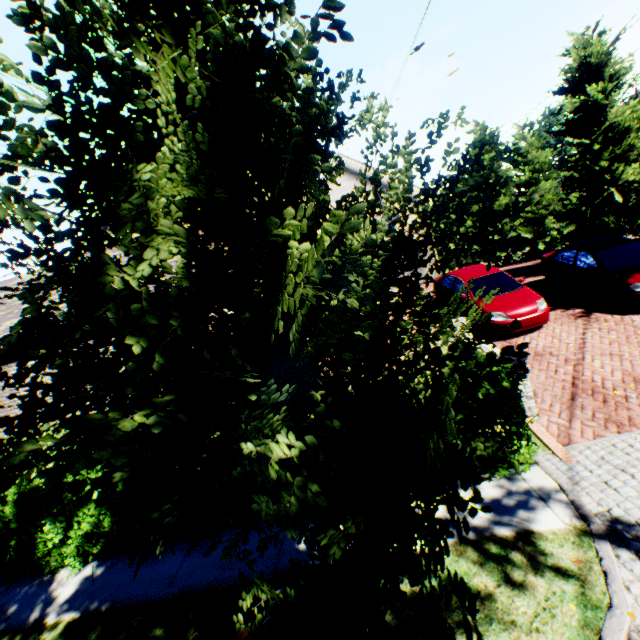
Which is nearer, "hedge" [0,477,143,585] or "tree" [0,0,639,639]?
"tree" [0,0,639,639]

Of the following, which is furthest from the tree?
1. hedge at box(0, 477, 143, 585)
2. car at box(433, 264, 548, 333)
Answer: car at box(433, 264, 548, 333)

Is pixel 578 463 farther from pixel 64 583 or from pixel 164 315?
pixel 64 583

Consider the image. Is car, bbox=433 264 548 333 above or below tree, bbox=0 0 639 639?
below

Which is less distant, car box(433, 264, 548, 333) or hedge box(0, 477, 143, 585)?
hedge box(0, 477, 143, 585)

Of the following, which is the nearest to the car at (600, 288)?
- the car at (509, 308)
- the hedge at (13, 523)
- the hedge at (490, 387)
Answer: the car at (509, 308)

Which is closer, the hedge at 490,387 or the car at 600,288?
the hedge at 490,387

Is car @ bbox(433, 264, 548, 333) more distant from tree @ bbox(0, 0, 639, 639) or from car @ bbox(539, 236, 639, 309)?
tree @ bbox(0, 0, 639, 639)
